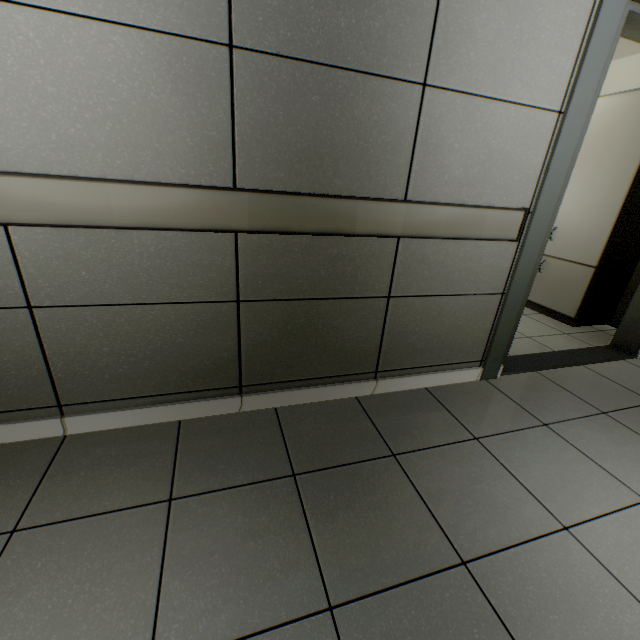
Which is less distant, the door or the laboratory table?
the door

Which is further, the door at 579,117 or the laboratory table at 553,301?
the laboratory table at 553,301

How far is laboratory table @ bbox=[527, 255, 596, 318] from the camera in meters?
3.2 m

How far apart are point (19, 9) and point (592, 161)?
4.1 meters

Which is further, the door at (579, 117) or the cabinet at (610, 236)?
the cabinet at (610, 236)

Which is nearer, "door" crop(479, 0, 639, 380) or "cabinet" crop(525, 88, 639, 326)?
"door" crop(479, 0, 639, 380)
